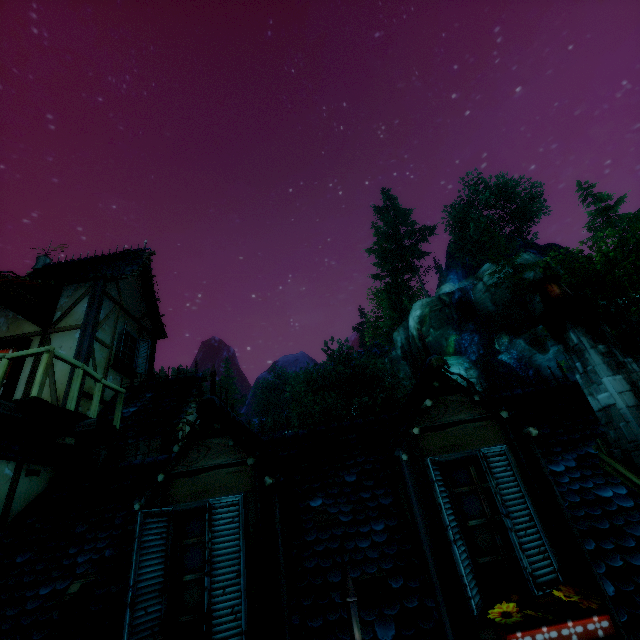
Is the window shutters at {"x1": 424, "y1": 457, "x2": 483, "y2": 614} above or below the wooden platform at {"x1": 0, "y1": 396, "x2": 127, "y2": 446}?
below

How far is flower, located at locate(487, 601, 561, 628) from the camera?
2.4 meters

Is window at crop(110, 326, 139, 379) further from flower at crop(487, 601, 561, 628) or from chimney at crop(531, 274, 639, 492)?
chimney at crop(531, 274, 639, 492)

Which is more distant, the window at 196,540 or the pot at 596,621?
the window at 196,540

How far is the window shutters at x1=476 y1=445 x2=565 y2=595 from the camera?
2.8m

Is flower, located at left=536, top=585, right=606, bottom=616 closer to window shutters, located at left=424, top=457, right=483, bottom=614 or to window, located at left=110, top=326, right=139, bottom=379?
window shutters, located at left=424, top=457, right=483, bottom=614

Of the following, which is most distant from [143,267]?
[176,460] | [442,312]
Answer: [442,312]

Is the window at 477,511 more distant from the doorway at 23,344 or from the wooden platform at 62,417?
the doorway at 23,344
